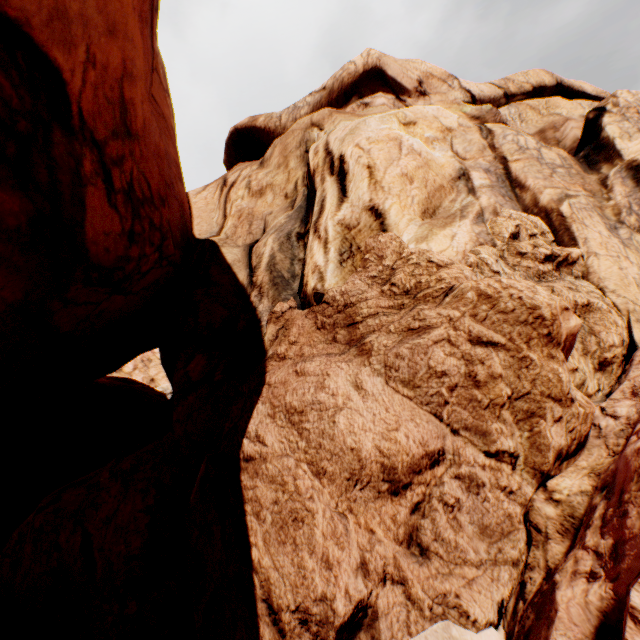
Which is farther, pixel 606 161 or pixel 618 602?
pixel 606 161
